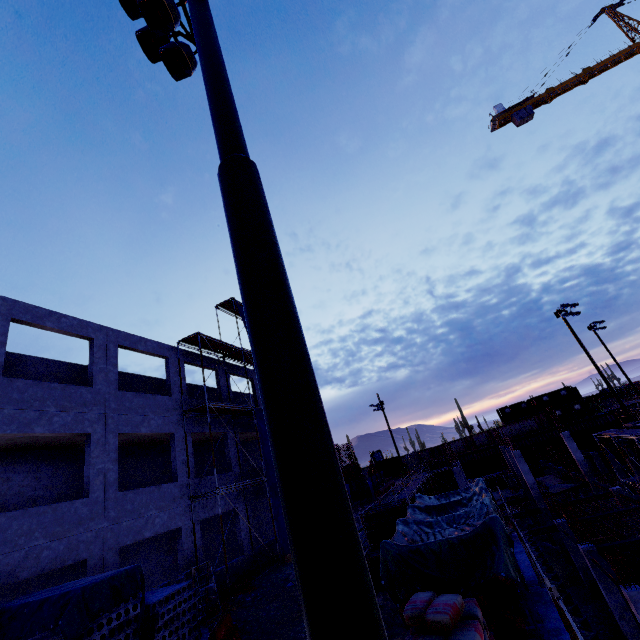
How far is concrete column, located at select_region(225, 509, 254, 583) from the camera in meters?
15.6 m

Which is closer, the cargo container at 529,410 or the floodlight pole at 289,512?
the floodlight pole at 289,512

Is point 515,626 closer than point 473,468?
Yes

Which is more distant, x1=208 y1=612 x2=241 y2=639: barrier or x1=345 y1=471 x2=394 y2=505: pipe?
x1=345 y1=471 x2=394 y2=505: pipe

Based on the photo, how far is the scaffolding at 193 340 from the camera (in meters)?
14.48

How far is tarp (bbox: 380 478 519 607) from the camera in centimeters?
566cm

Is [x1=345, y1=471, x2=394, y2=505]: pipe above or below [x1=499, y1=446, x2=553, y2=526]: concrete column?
above
